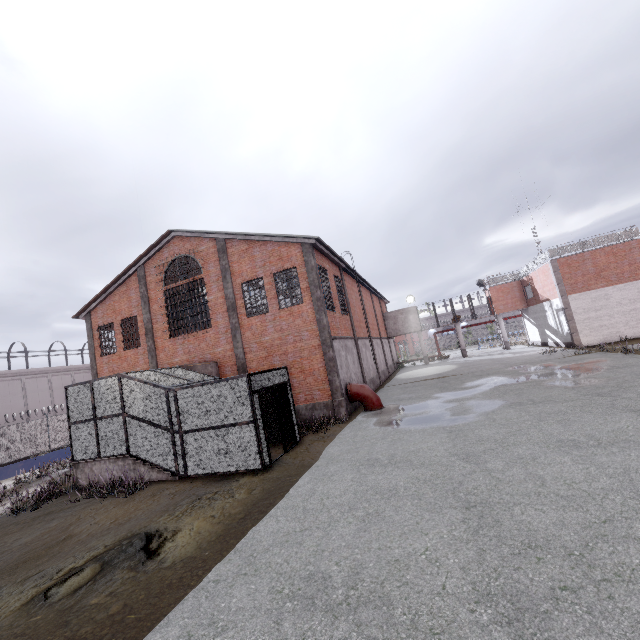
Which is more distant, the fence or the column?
the fence

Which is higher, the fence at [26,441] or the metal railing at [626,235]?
the metal railing at [626,235]

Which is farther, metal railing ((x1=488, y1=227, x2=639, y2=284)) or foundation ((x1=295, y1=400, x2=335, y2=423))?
metal railing ((x1=488, y1=227, x2=639, y2=284))

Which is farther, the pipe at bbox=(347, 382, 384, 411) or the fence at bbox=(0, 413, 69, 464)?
the fence at bbox=(0, 413, 69, 464)

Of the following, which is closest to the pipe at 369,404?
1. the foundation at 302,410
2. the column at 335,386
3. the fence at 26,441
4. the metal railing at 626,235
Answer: the column at 335,386

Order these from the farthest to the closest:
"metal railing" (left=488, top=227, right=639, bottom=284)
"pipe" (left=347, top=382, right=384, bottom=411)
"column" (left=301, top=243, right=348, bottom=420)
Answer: "metal railing" (left=488, top=227, right=639, bottom=284), "pipe" (left=347, top=382, right=384, bottom=411), "column" (left=301, top=243, right=348, bottom=420)

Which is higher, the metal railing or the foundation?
the metal railing

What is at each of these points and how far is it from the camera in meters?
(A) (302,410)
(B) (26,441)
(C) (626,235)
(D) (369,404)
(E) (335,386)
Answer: (A) foundation, 16.1 m
(B) fence, 25.7 m
(C) metal railing, 24.3 m
(D) pipe, 16.1 m
(E) column, 15.5 m
